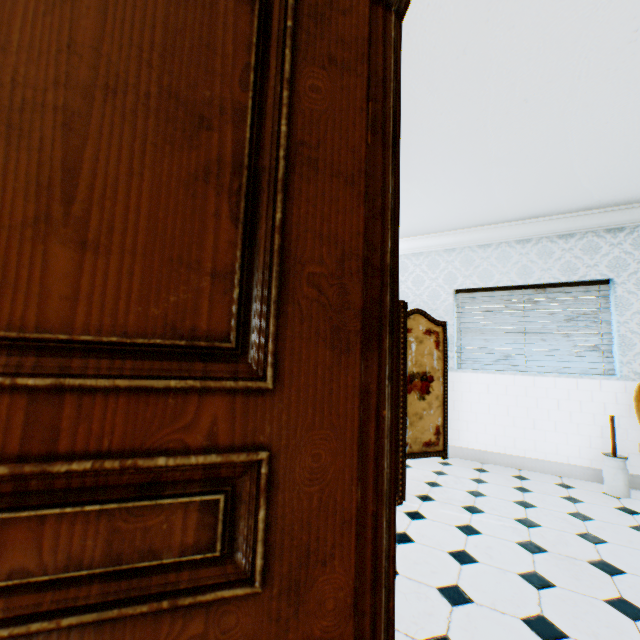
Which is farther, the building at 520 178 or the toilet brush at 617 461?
the toilet brush at 617 461

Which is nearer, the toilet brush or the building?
the building

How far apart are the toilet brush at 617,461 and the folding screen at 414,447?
1.6m

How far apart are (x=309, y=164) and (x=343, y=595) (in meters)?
0.89

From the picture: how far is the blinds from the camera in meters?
3.8 m

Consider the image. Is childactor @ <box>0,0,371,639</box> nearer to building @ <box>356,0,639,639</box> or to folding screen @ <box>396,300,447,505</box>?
building @ <box>356,0,639,639</box>

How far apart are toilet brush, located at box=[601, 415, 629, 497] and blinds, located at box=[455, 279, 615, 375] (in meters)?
0.61

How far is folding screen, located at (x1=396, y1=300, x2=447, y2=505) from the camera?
3.0m
